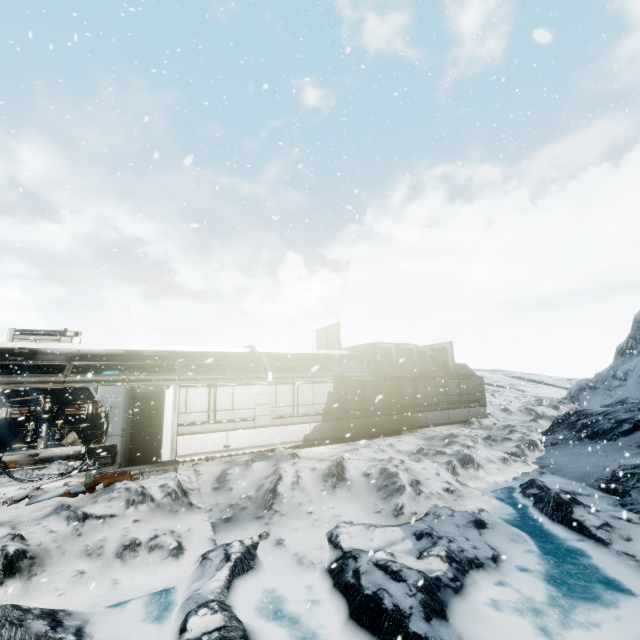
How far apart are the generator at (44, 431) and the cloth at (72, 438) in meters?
0.4 m

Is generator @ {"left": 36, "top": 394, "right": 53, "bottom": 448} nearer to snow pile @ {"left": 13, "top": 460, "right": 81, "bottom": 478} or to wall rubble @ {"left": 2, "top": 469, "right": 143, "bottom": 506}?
snow pile @ {"left": 13, "top": 460, "right": 81, "bottom": 478}

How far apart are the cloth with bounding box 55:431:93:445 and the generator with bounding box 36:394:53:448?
0.36m

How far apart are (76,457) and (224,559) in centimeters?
1262cm

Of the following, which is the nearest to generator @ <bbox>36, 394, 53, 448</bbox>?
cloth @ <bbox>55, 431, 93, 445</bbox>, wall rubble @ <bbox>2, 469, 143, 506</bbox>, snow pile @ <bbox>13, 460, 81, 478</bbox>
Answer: cloth @ <bbox>55, 431, 93, 445</bbox>

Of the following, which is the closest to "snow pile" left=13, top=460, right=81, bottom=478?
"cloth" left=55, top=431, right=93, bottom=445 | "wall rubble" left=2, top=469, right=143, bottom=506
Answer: "wall rubble" left=2, top=469, right=143, bottom=506

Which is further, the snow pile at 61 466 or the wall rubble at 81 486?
the snow pile at 61 466
